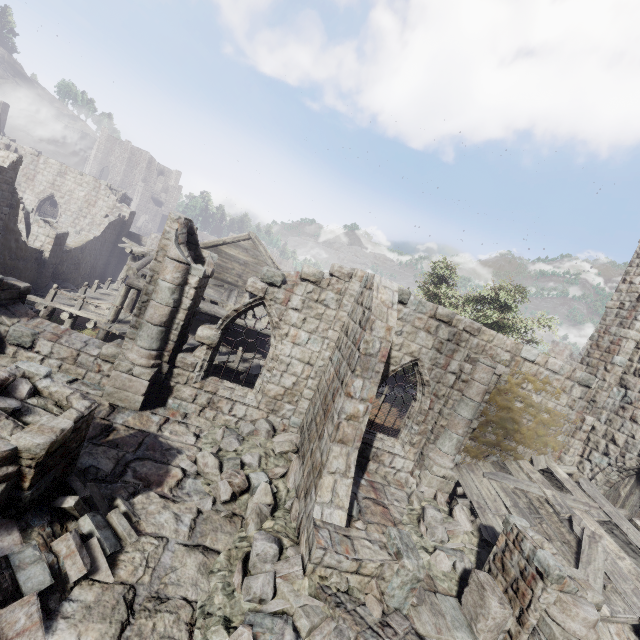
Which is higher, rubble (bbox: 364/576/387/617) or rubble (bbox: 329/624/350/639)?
rubble (bbox: 364/576/387/617)

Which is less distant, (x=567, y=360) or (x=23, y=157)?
(x=567, y=360)

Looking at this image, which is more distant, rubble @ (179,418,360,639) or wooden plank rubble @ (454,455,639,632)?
wooden plank rubble @ (454,455,639,632)

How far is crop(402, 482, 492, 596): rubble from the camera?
Result: 7.5m

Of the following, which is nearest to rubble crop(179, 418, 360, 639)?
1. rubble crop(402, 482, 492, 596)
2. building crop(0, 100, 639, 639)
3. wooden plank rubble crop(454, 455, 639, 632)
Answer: building crop(0, 100, 639, 639)

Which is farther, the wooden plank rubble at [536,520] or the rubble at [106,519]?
the wooden plank rubble at [536,520]

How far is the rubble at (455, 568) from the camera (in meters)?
7.54
